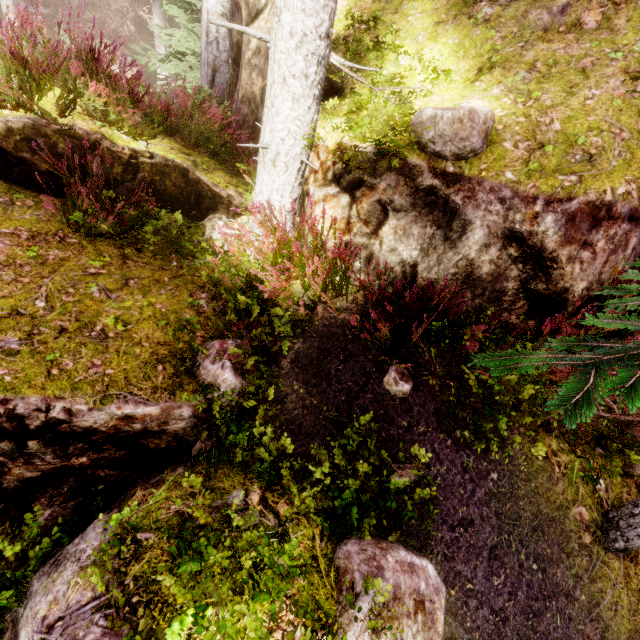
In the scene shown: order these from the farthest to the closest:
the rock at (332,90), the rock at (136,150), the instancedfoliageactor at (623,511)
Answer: the rock at (332,90) < the instancedfoliageactor at (623,511) < the rock at (136,150)

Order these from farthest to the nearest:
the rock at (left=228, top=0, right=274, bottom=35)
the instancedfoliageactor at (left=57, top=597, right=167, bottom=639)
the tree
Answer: the tree < the rock at (left=228, top=0, right=274, bottom=35) < the instancedfoliageactor at (left=57, top=597, right=167, bottom=639)

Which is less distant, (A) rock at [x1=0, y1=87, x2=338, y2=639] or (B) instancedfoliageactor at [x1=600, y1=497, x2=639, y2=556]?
(A) rock at [x1=0, y1=87, x2=338, y2=639]

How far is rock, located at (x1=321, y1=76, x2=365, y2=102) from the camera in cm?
448

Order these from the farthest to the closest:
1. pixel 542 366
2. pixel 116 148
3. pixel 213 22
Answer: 1. pixel 116 148
2. pixel 213 22
3. pixel 542 366

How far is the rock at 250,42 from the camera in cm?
523
